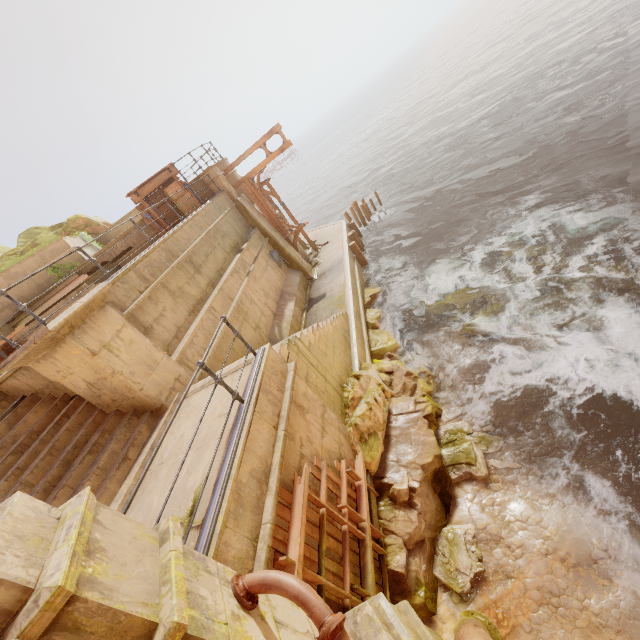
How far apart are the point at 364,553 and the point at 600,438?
5.3 meters

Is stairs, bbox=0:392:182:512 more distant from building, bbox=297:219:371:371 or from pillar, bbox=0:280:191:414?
building, bbox=297:219:371:371

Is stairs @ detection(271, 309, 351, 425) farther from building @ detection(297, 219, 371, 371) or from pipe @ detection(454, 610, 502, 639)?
pipe @ detection(454, 610, 502, 639)

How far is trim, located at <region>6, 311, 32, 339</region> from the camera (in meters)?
8.98

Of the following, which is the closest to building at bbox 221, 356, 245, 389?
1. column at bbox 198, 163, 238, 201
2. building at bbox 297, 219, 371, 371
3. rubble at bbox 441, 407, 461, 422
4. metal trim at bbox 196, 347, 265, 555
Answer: metal trim at bbox 196, 347, 265, 555

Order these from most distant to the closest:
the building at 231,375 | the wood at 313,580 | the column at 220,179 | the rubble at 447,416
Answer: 1. the column at 220,179
2. the rubble at 447,416
3. the building at 231,375
4. the wood at 313,580

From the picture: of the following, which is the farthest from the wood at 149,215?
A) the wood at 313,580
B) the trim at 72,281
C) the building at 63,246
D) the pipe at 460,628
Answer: the pipe at 460,628

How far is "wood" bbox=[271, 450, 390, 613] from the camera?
4.1 meters
